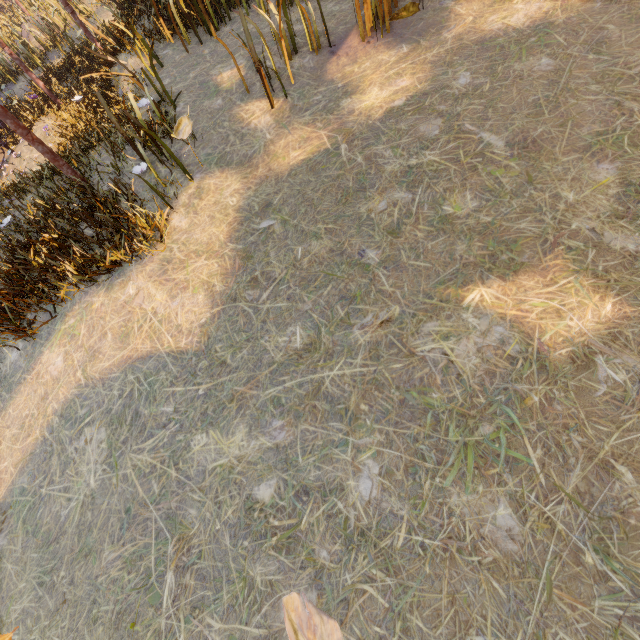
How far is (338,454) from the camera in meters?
2.6 m
